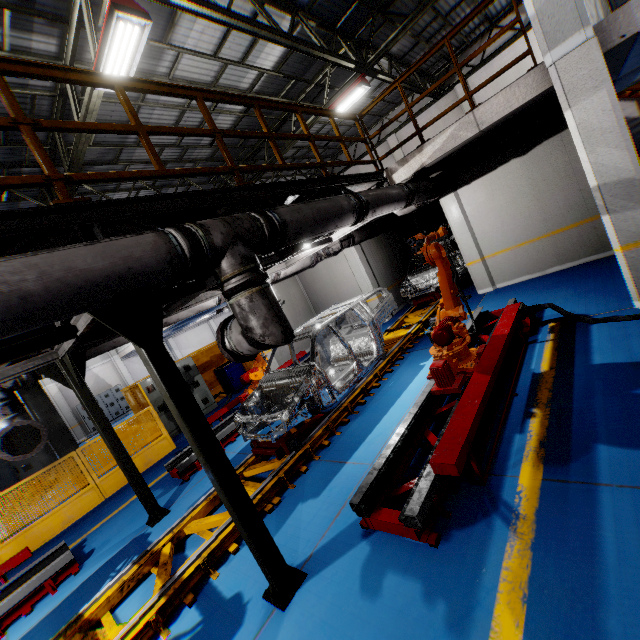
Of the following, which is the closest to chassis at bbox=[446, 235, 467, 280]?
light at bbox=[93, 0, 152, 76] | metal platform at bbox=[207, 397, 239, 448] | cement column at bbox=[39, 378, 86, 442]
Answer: metal platform at bbox=[207, 397, 239, 448]

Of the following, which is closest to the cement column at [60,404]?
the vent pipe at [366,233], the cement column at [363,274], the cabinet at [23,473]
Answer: the cabinet at [23,473]

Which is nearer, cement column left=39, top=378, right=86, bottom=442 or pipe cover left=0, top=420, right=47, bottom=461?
pipe cover left=0, top=420, right=47, bottom=461

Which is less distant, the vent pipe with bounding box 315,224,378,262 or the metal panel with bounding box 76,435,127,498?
the metal panel with bounding box 76,435,127,498

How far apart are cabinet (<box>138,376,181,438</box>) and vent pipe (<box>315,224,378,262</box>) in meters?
5.9 m

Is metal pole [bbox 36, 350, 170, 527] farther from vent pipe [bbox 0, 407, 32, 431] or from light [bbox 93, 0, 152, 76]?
light [bbox 93, 0, 152, 76]

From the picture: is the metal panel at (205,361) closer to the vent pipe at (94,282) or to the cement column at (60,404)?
the vent pipe at (94,282)

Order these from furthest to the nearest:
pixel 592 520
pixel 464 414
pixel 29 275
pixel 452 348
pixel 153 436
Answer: pixel 153 436, pixel 452 348, pixel 464 414, pixel 592 520, pixel 29 275
